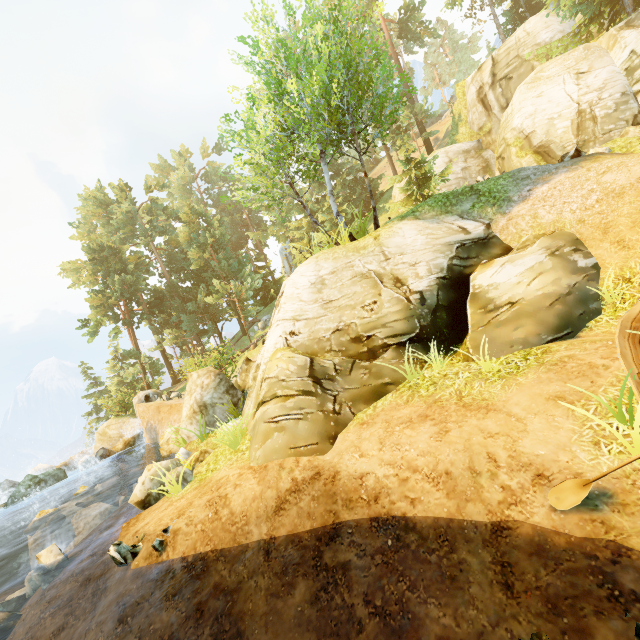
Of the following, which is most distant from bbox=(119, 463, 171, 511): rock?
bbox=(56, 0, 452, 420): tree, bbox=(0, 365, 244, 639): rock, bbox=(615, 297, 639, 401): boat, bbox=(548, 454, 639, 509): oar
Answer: bbox=(615, 297, 639, 401): boat

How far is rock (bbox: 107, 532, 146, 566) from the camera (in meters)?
6.43

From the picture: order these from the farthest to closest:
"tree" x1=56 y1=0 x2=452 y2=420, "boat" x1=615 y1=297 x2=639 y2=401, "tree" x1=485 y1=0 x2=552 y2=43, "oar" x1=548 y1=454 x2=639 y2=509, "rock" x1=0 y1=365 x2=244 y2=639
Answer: "tree" x1=485 y1=0 x2=552 y2=43
"tree" x1=56 y1=0 x2=452 y2=420
"rock" x1=0 y1=365 x2=244 y2=639
"boat" x1=615 y1=297 x2=639 y2=401
"oar" x1=548 y1=454 x2=639 y2=509

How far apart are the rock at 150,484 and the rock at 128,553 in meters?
1.6 m

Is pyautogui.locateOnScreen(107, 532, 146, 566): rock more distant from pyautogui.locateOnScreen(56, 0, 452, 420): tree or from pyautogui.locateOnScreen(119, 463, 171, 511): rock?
pyautogui.locateOnScreen(56, 0, 452, 420): tree

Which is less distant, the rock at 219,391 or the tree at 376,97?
the rock at 219,391

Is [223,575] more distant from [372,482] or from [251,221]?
[251,221]

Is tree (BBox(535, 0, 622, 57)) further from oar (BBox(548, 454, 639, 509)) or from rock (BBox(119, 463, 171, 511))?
oar (BBox(548, 454, 639, 509))
